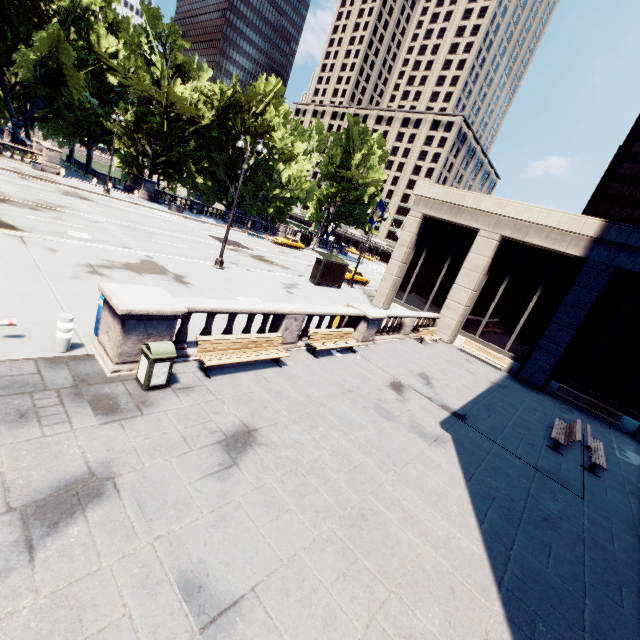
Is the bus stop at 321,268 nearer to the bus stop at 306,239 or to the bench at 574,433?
the bench at 574,433

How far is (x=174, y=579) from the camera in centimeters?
397cm

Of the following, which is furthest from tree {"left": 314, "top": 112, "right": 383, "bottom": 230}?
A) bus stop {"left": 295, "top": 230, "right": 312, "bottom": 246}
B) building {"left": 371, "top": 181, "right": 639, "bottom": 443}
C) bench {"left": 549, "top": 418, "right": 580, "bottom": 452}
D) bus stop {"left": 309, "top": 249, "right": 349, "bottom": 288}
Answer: bench {"left": 549, "top": 418, "right": 580, "bottom": 452}

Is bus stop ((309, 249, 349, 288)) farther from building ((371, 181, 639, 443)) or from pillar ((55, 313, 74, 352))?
pillar ((55, 313, 74, 352))

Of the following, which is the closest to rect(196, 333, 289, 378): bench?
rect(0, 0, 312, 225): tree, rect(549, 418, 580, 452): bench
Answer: rect(549, 418, 580, 452): bench

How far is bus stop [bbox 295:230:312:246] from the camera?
52.9m

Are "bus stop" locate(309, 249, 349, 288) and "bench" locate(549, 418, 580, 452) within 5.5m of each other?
no

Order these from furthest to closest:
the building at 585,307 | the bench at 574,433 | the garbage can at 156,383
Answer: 1. the building at 585,307
2. the bench at 574,433
3. the garbage can at 156,383
